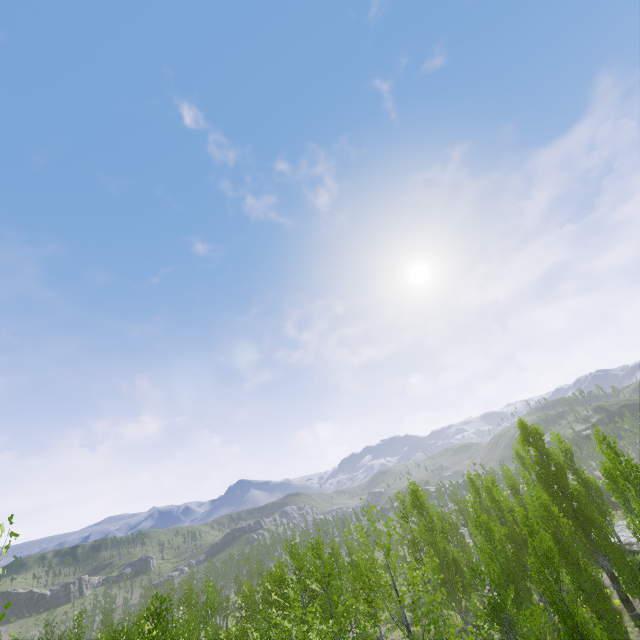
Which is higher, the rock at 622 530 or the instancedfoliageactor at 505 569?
the instancedfoliageactor at 505 569

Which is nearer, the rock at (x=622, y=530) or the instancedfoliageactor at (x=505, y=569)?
the instancedfoliageactor at (x=505, y=569)

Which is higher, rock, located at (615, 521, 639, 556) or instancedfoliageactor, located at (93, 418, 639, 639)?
instancedfoliageactor, located at (93, 418, 639, 639)

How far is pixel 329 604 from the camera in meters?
17.4 m

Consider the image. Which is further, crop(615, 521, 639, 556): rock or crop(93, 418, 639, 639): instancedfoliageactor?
crop(615, 521, 639, 556): rock
